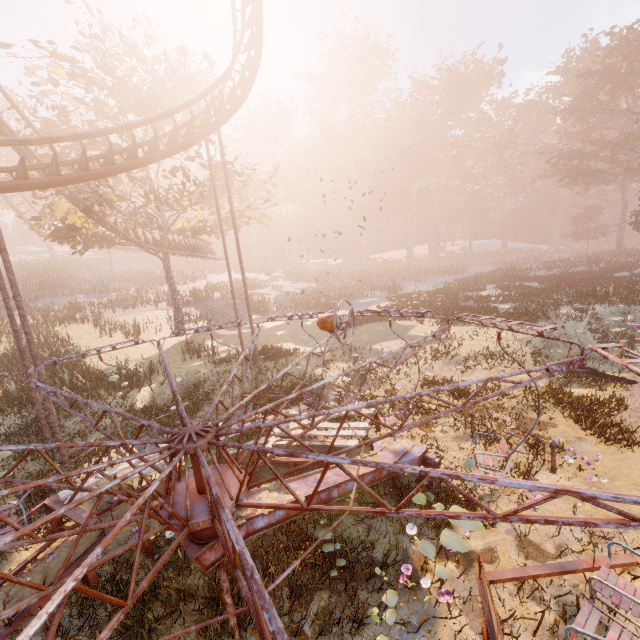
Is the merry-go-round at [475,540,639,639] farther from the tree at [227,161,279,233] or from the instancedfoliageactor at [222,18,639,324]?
the tree at [227,161,279,233]

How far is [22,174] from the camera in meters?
9.9 m

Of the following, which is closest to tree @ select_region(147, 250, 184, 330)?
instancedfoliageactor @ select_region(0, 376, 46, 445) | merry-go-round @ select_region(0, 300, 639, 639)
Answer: instancedfoliageactor @ select_region(0, 376, 46, 445)

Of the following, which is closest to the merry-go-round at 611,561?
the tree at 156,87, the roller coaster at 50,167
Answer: the roller coaster at 50,167

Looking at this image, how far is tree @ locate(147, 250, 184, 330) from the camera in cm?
2430

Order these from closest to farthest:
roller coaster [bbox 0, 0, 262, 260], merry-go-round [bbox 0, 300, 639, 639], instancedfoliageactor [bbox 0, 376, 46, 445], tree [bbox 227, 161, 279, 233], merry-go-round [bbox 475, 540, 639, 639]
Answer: merry-go-round [bbox 0, 300, 639, 639] < merry-go-round [bbox 475, 540, 639, 639] < roller coaster [bbox 0, 0, 262, 260] < instancedfoliageactor [bbox 0, 376, 46, 445] < tree [bbox 227, 161, 279, 233]

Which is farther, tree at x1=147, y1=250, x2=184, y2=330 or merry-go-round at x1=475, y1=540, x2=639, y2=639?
tree at x1=147, y1=250, x2=184, y2=330

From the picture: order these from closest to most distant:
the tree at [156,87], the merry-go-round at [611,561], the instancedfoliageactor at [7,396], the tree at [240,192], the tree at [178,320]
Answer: the merry-go-round at [611,561] → the instancedfoliageactor at [7,396] → the tree at [156,87] → the tree at [240,192] → the tree at [178,320]
